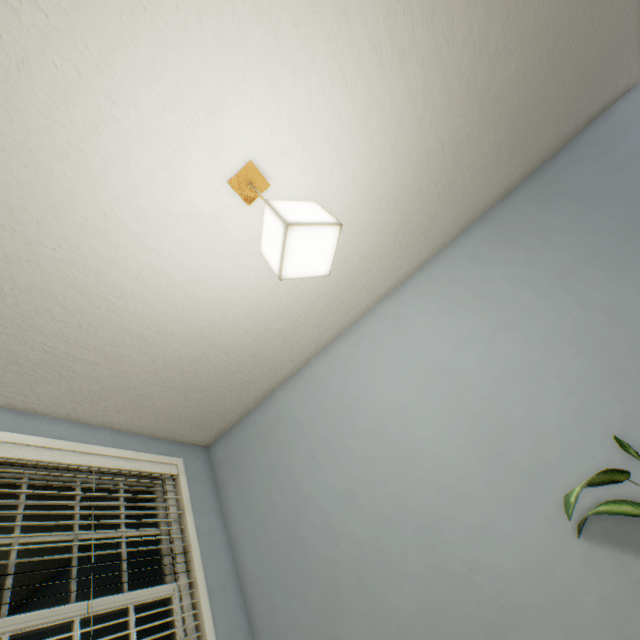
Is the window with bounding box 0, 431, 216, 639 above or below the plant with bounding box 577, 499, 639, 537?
above

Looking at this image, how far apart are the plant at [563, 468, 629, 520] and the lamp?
1.16m

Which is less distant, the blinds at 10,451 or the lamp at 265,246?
the lamp at 265,246

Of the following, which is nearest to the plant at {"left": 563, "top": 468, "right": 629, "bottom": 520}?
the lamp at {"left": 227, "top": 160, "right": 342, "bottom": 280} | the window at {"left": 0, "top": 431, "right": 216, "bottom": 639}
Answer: the lamp at {"left": 227, "top": 160, "right": 342, "bottom": 280}

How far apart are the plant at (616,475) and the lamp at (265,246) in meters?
1.2

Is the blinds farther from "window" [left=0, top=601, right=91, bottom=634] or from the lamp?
the lamp

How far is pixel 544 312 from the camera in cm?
192

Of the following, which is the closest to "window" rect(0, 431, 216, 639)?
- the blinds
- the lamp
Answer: the blinds
